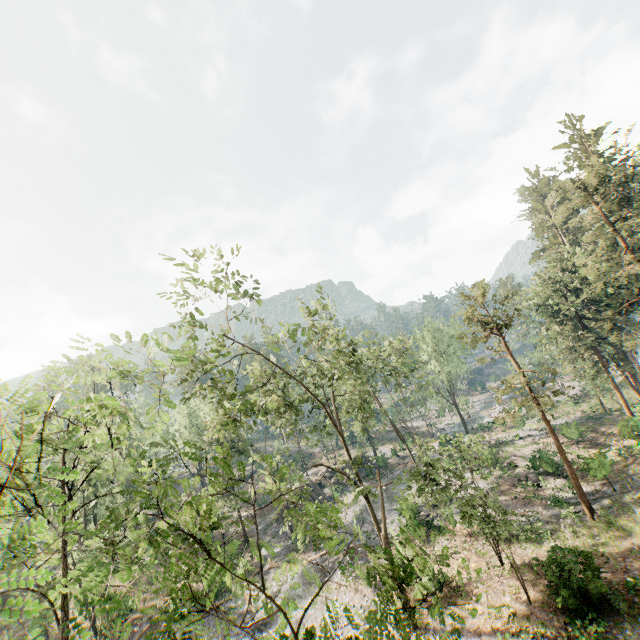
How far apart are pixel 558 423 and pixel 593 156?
34.0m
